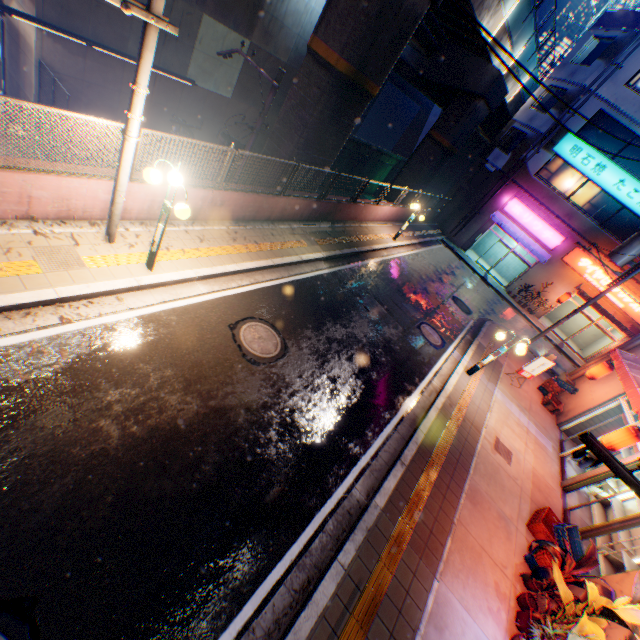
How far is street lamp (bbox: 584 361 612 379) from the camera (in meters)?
12.88

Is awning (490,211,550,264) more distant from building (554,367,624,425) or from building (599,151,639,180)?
building (554,367,624,425)

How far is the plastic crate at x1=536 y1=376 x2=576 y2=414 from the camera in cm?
1380

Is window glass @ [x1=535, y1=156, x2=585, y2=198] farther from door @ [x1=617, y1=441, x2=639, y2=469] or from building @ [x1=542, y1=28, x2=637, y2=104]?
door @ [x1=617, y1=441, x2=639, y2=469]

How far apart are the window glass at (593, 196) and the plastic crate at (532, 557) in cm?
2158

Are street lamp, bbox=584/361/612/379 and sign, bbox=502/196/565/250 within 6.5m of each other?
no

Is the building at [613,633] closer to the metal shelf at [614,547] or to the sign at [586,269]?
the metal shelf at [614,547]

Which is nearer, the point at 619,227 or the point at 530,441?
the point at 530,441
